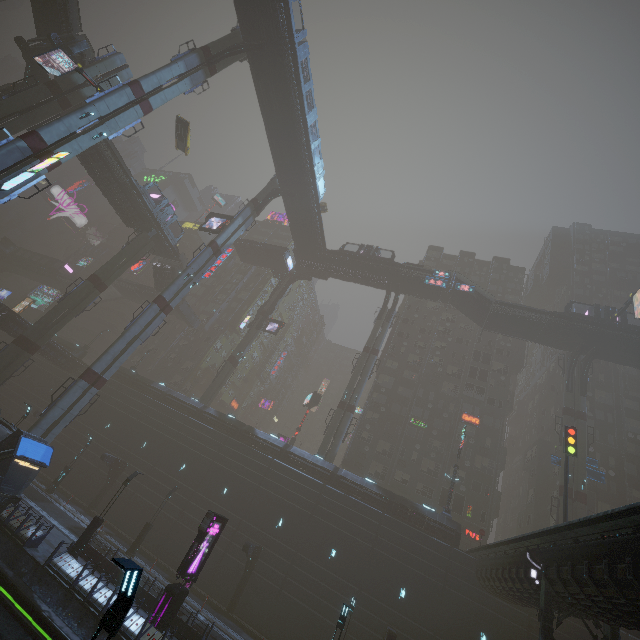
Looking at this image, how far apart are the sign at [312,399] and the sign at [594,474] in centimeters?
3111cm

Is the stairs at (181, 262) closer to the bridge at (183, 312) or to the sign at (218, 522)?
the bridge at (183, 312)

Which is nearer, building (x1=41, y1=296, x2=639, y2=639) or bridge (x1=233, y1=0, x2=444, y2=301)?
building (x1=41, y1=296, x2=639, y2=639)

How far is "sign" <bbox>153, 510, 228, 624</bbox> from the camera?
16.9 meters

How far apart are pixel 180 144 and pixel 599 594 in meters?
48.9 m

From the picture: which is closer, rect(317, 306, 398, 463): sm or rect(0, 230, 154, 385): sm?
rect(0, 230, 154, 385): sm

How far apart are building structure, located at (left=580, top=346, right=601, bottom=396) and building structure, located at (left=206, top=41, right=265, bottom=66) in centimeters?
4774cm

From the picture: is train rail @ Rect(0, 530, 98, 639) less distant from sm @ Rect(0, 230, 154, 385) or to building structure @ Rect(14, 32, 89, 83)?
sm @ Rect(0, 230, 154, 385)
